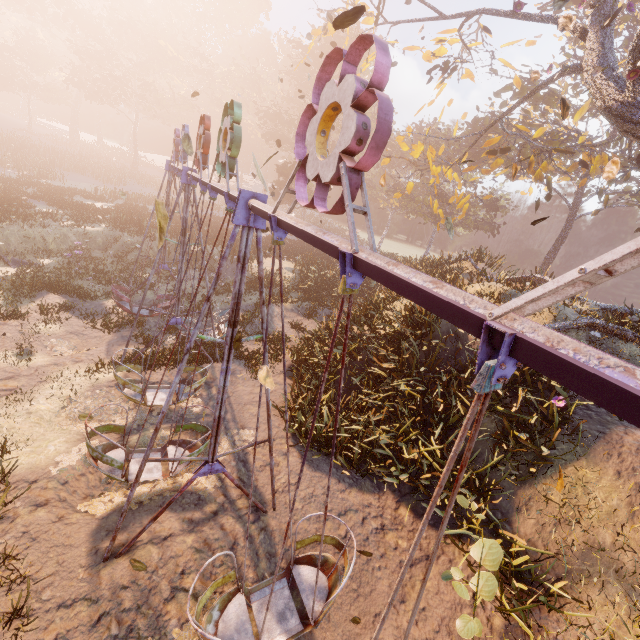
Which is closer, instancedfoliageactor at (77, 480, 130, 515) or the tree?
instancedfoliageactor at (77, 480, 130, 515)

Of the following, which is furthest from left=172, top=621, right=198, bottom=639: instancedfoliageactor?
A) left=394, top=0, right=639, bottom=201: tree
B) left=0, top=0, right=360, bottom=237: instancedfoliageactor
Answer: left=0, top=0, right=360, bottom=237: instancedfoliageactor

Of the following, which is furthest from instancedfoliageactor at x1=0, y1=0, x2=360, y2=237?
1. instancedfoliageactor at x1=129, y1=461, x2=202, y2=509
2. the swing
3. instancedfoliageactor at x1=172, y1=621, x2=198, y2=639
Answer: instancedfoliageactor at x1=172, y1=621, x2=198, y2=639

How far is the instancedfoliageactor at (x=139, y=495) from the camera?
6.8m

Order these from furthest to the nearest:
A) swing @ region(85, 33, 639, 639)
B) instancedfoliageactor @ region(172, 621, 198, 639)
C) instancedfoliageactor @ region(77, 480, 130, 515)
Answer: instancedfoliageactor @ region(77, 480, 130, 515) → instancedfoliageactor @ region(172, 621, 198, 639) → swing @ region(85, 33, 639, 639)

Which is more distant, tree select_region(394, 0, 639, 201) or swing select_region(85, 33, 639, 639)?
tree select_region(394, 0, 639, 201)

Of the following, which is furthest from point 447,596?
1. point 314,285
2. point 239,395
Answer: point 314,285
